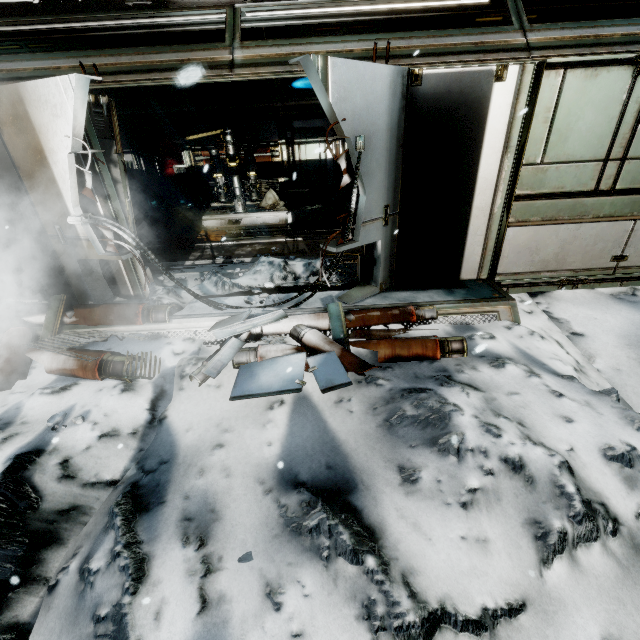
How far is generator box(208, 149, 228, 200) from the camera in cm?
1010

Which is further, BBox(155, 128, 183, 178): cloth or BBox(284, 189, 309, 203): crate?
BBox(155, 128, 183, 178): cloth

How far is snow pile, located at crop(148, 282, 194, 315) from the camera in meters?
4.4

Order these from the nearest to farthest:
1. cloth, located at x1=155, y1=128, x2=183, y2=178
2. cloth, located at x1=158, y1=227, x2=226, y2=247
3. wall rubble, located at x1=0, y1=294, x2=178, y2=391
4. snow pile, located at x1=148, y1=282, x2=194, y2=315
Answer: wall rubble, located at x1=0, y1=294, x2=178, y2=391 → snow pile, located at x1=148, y1=282, x2=194, y2=315 → cloth, located at x1=158, y1=227, x2=226, y2=247 → cloth, located at x1=155, y1=128, x2=183, y2=178

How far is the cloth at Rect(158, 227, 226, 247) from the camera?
9.1 meters

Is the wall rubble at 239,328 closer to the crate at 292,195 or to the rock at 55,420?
the rock at 55,420

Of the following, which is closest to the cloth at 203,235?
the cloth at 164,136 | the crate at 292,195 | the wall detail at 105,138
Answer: the crate at 292,195

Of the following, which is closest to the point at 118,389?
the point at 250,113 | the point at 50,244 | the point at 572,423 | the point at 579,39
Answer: the point at 50,244
